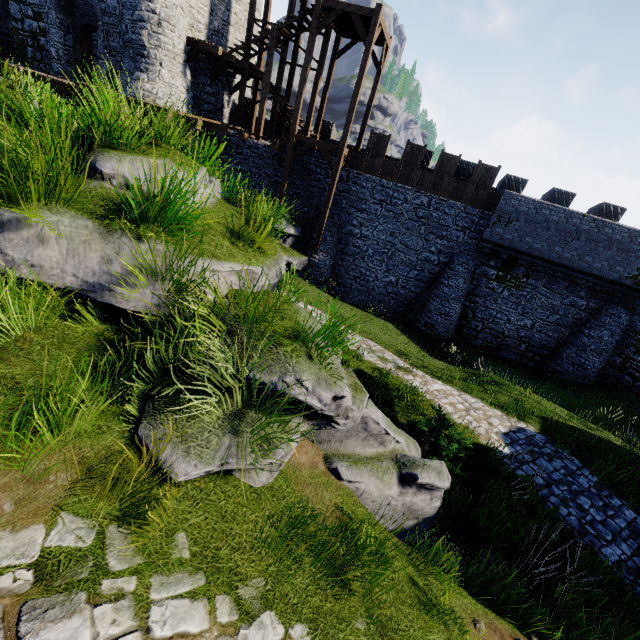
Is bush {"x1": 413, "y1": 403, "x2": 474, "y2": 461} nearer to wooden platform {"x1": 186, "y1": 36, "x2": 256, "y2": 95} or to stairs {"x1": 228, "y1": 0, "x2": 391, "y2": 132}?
stairs {"x1": 228, "y1": 0, "x2": 391, "y2": 132}

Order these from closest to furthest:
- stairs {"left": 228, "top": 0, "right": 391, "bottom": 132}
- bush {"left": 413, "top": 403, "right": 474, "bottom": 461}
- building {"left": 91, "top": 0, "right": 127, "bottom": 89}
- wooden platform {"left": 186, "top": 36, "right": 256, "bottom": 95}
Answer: bush {"left": 413, "top": 403, "right": 474, "bottom": 461} → stairs {"left": 228, "top": 0, "right": 391, "bottom": 132} → building {"left": 91, "top": 0, "right": 127, "bottom": 89} → wooden platform {"left": 186, "top": 36, "right": 256, "bottom": 95}

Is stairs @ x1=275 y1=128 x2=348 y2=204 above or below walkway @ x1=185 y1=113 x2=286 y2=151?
above

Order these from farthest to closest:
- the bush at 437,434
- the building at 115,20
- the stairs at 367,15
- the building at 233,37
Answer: the building at 233,37 → the building at 115,20 → the stairs at 367,15 → the bush at 437,434

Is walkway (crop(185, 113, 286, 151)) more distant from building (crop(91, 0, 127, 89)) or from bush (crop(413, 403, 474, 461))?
bush (crop(413, 403, 474, 461))

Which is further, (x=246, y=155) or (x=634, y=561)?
(x=246, y=155)

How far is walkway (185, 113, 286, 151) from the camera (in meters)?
16.39

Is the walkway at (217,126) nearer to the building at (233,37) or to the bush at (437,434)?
the building at (233,37)
